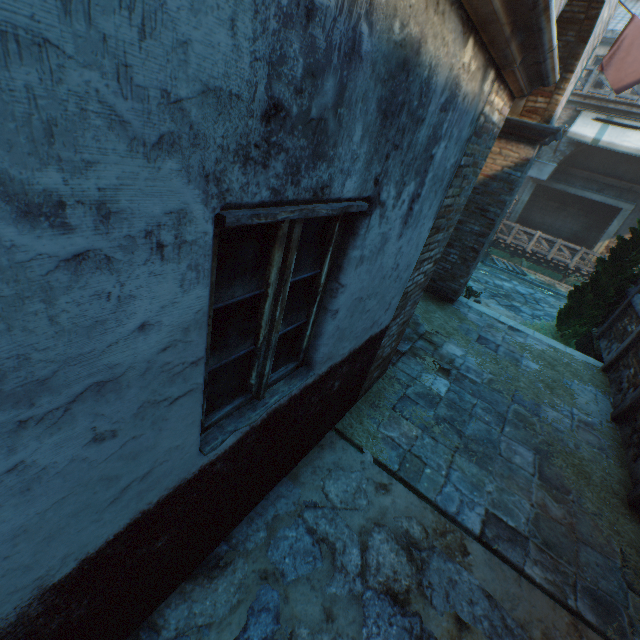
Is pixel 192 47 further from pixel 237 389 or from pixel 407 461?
pixel 407 461

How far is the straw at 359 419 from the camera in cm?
390

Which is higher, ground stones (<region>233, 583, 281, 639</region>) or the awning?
the awning

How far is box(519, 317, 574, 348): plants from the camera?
9.38m

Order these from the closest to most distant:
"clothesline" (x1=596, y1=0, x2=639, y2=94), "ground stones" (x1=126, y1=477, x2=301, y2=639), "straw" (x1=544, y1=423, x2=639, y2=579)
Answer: "ground stones" (x1=126, y1=477, x2=301, y2=639)
"straw" (x1=544, y1=423, x2=639, y2=579)
"clothesline" (x1=596, y1=0, x2=639, y2=94)

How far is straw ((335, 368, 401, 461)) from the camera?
3.9m

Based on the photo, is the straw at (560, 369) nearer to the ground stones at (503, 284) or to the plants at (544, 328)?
the plants at (544, 328)

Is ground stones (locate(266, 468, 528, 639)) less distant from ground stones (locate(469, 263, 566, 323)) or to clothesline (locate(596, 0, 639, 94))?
clothesline (locate(596, 0, 639, 94))
